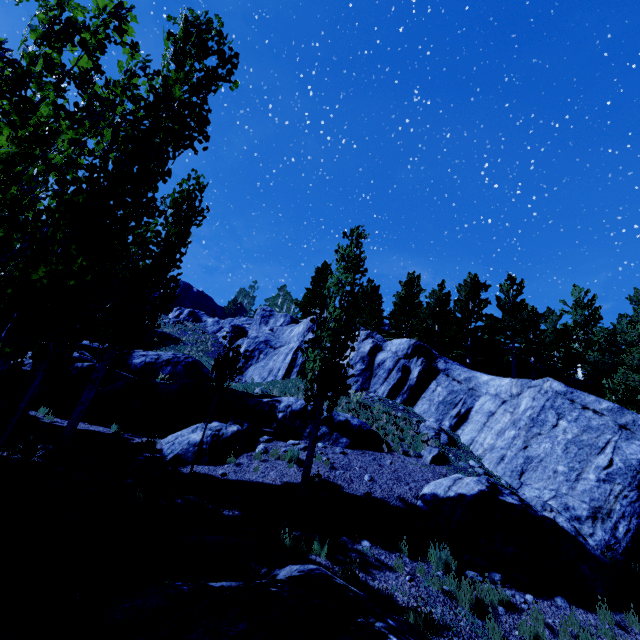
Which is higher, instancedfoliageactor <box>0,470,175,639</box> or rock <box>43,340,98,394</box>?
rock <box>43,340,98,394</box>

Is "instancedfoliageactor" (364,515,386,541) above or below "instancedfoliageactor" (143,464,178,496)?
above

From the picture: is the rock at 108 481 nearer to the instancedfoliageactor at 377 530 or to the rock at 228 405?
the rock at 228 405

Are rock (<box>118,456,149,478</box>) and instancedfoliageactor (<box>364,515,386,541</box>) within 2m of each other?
no

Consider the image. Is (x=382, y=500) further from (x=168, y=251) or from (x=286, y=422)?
(x=168, y=251)

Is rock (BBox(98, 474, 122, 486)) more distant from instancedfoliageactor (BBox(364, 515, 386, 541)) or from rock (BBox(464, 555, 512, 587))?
instancedfoliageactor (BBox(364, 515, 386, 541))

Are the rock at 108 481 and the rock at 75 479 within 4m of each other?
yes

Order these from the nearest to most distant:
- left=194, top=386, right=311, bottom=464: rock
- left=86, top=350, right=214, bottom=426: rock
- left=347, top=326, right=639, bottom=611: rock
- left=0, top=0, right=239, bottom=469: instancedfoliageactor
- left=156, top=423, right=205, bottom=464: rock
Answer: left=0, top=0, right=239, bottom=469: instancedfoliageactor
left=347, top=326, right=639, bottom=611: rock
left=156, top=423, right=205, bottom=464: rock
left=194, top=386, right=311, bottom=464: rock
left=86, top=350, right=214, bottom=426: rock
